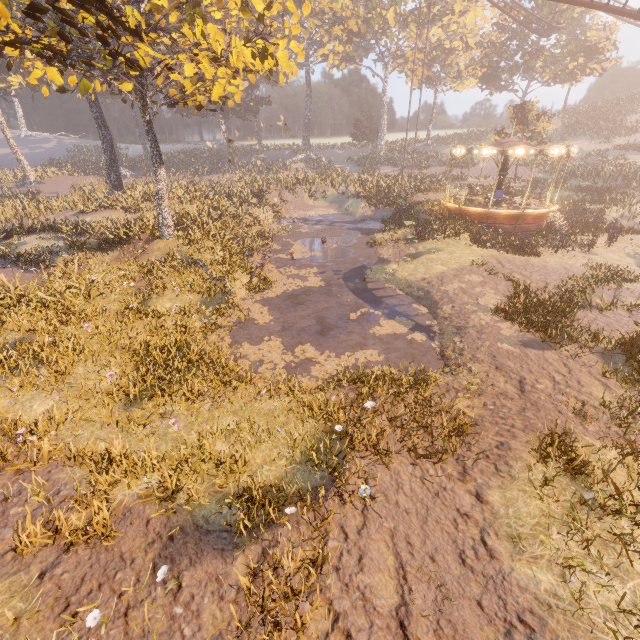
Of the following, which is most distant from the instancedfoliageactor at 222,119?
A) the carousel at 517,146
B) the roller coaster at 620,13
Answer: the roller coaster at 620,13

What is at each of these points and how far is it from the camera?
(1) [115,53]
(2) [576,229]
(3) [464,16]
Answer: (1) tree, 10.0 meters
(2) instancedfoliageactor, 21.5 meters
(3) instancedfoliageactor, 47.8 meters

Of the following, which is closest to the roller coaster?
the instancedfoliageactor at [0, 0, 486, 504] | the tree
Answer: the instancedfoliageactor at [0, 0, 486, 504]

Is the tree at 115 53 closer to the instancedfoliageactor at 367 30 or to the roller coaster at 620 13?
the instancedfoliageactor at 367 30

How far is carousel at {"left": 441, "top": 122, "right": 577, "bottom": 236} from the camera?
19.7 meters

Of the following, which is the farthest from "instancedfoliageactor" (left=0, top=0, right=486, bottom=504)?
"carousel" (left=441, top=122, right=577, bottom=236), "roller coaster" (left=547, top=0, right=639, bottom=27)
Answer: "roller coaster" (left=547, top=0, right=639, bottom=27)

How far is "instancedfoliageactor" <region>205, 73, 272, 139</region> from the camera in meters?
45.7

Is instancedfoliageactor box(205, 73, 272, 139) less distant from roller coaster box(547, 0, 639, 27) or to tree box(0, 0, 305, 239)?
roller coaster box(547, 0, 639, 27)
